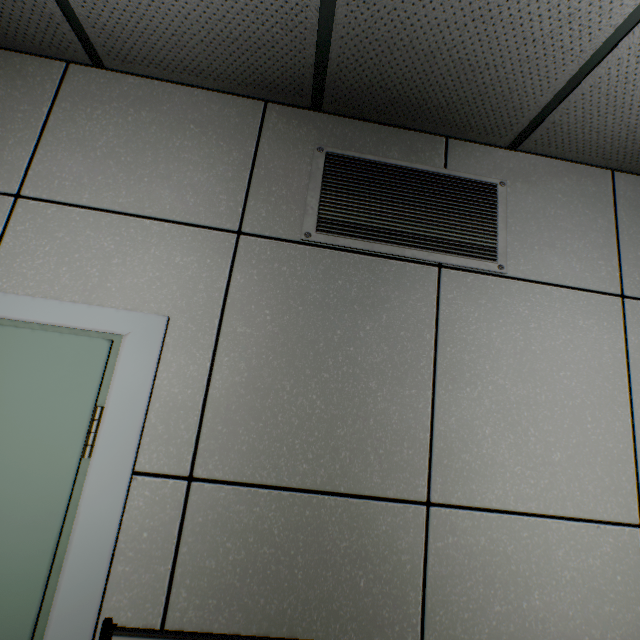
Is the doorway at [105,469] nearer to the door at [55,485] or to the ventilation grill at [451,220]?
the door at [55,485]

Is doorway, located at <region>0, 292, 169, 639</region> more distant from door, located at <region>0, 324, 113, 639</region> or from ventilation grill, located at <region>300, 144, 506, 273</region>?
ventilation grill, located at <region>300, 144, 506, 273</region>

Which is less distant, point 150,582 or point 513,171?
point 150,582

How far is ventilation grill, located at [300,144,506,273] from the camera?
1.5 meters

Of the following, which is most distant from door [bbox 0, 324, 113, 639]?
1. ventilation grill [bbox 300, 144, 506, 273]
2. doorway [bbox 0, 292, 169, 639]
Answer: ventilation grill [bbox 300, 144, 506, 273]
